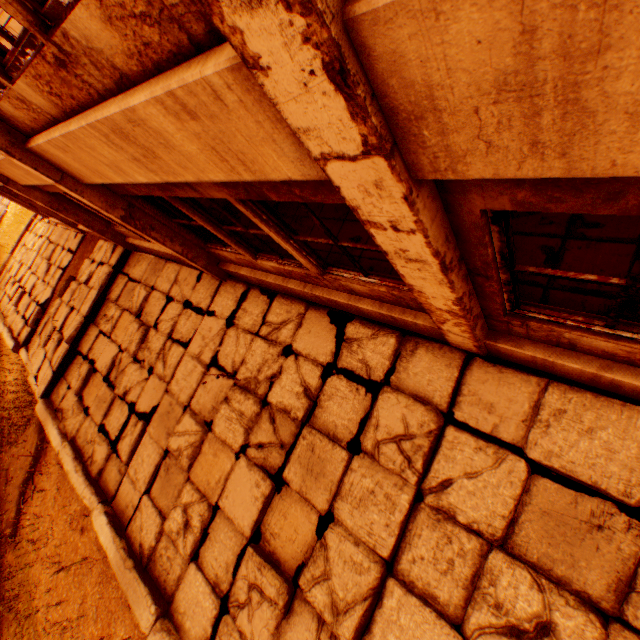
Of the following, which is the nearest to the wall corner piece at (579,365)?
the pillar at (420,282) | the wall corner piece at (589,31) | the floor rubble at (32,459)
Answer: the pillar at (420,282)

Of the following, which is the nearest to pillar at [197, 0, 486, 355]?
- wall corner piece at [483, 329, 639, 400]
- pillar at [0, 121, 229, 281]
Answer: wall corner piece at [483, 329, 639, 400]

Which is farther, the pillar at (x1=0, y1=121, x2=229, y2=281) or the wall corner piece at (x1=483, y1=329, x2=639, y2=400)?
the pillar at (x1=0, y1=121, x2=229, y2=281)

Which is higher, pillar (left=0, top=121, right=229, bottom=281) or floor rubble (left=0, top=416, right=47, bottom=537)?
pillar (left=0, top=121, right=229, bottom=281)

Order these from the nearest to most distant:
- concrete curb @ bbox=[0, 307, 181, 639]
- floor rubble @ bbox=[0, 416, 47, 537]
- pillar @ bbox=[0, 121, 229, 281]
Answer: pillar @ bbox=[0, 121, 229, 281]
concrete curb @ bbox=[0, 307, 181, 639]
floor rubble @ bbox=[0, 416, 47, 537]

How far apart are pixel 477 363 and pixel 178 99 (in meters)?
3.55

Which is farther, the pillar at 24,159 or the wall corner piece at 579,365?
the pillar at 24,159

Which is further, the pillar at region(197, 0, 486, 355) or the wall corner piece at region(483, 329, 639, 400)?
the wall corner piece at region(483, 329, 639, 400)
